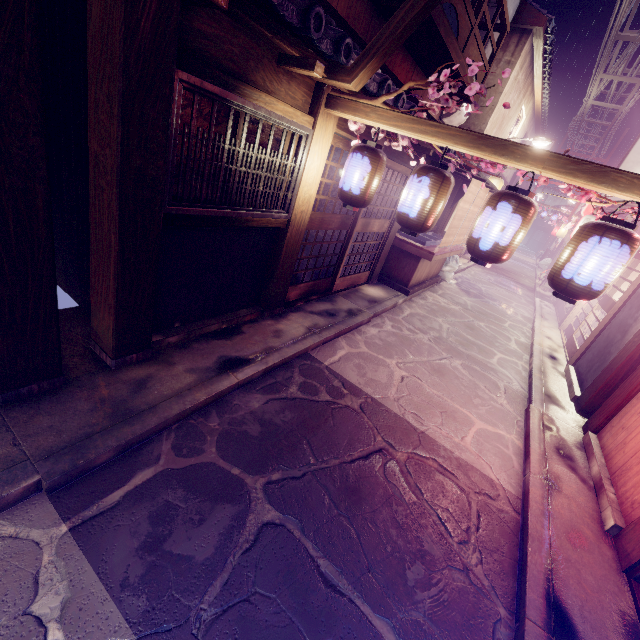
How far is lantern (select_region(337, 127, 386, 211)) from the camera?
6.7m

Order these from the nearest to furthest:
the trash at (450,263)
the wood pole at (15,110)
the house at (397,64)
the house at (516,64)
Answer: the wood pole at (15,110) → the house at (397,64) → the house at (516,64) → the trash at (450,263)

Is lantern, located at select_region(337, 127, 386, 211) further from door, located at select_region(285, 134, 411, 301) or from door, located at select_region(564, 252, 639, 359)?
door, located at select_region(564, 252, 639, 359)

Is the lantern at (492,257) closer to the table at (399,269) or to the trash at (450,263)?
the table at (399,269)

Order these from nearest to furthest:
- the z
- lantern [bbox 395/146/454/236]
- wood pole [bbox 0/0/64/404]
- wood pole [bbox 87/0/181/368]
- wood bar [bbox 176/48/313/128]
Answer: wood pole [bbox 0/0/64/404] < wood pole [bbox 87/0/181/368] < wood bar [bbox 176/48/313/128] < lantern [bbox 395/146/454/236] < the z

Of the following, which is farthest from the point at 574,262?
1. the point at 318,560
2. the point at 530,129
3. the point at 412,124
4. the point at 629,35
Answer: the point at 530,129

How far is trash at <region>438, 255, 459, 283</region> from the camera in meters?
20.0

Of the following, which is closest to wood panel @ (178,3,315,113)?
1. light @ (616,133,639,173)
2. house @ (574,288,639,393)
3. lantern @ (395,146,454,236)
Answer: lantern @ (395,146,454,236)
